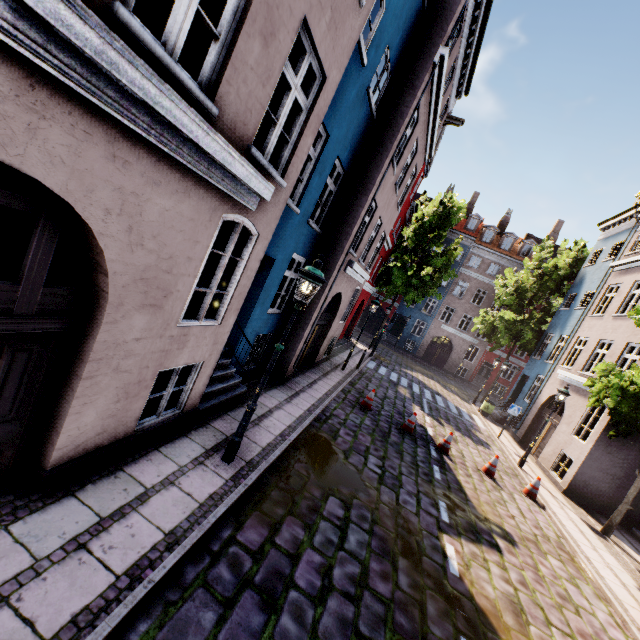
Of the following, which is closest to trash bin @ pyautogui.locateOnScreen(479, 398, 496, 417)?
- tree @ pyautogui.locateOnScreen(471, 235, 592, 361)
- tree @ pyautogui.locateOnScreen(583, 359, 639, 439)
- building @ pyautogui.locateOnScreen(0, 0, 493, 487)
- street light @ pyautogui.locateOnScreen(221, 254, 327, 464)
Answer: building @ pyautogui.locateOnScreen(0, 0, 493, 487)

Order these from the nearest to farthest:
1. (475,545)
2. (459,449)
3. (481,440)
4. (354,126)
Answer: (475,545)
(354,126)
(459,449)
(481,440)

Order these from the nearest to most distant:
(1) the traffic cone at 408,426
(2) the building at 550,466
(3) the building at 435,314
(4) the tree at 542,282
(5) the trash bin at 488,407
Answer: (1) the traffic cone at 408,426, (2) the building at 550,466, (5) the trash bin at 488,407, (4) the tree at 542,282, (3) the building at 435,314

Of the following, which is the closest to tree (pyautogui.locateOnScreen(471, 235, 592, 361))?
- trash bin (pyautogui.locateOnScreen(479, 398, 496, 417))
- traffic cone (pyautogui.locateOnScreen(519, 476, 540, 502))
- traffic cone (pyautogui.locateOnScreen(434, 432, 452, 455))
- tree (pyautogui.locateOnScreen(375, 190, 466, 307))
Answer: tree (pyautogui.locateOnScreen(375, 190, 466, 307))

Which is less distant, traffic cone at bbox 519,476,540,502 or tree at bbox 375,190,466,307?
traffic cone at bbox 519,476,540,502

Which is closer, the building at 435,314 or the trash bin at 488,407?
the trash bin at 488,407

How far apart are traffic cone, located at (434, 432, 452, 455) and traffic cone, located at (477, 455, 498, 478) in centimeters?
101cm

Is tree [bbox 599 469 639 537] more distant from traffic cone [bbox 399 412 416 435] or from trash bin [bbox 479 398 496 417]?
trash bin [bbox 479 398 496 417]
